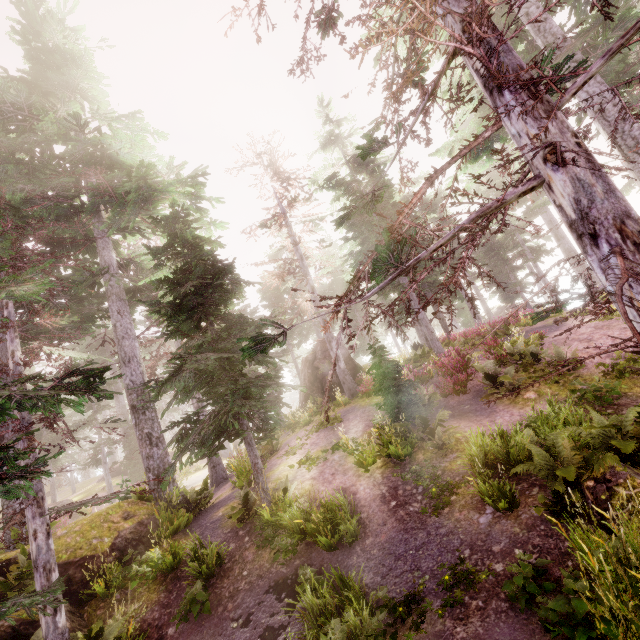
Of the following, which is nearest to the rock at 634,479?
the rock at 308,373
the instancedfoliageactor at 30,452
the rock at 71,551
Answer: the instancedfoliageactor at 30,452

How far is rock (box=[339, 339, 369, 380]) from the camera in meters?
22.3

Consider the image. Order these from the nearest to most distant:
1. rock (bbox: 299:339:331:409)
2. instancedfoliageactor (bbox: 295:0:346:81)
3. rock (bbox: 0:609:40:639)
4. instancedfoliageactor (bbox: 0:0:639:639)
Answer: instancedfoliageactor (bbox: 0:0:639:639)
instancedfoliageactor (bbox: 295:0:346:81)
rock (bbox: 0:609:40:639)
rock (bbox: 299:339:331:409)

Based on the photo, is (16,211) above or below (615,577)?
above

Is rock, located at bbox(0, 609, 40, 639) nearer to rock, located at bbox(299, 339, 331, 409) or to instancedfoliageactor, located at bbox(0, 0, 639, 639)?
instancedfoliageactor, located at bbox(0, 0, 639, 639)

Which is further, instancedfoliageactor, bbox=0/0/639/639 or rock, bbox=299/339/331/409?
rock, bbox=299/339/331/409
